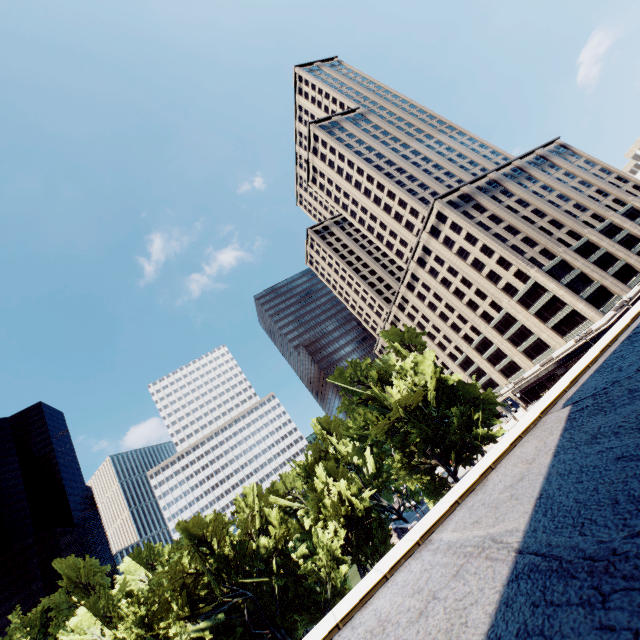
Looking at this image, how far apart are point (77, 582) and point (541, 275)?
82.85m

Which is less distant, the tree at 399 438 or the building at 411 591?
the building at 411 591

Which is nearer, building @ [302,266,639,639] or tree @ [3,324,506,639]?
building @ [302,266,639,639]
